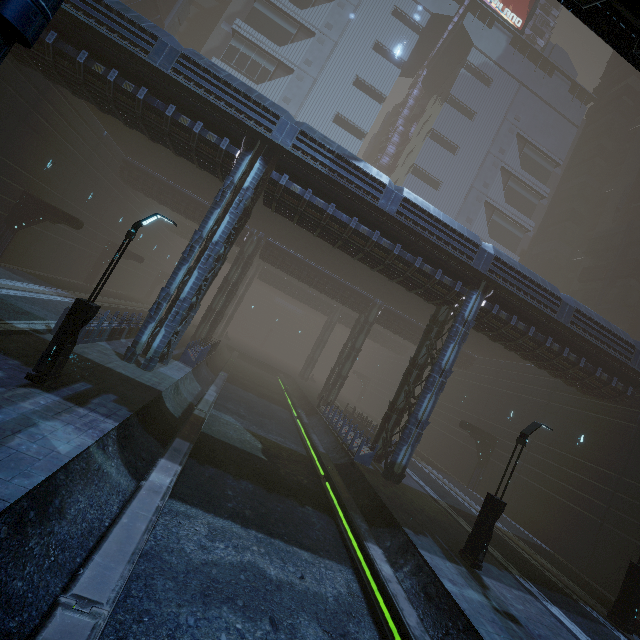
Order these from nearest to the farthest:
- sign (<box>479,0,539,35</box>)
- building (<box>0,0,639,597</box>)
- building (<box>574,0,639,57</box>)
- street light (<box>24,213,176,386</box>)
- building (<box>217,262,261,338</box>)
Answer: building (<box>574,0,639,57</box>), street light (<box>24,213,176,386</box>), building (<box>0,0,639,597</box>), building (<box>217,262,261,338</box>), sign (<box>479,0,539,35</box>)

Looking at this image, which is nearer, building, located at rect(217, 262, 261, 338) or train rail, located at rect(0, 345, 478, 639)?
train rail, located at rect(0, 345, 478, 639)

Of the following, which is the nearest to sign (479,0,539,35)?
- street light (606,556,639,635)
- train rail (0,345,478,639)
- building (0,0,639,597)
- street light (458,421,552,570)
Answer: building (0,0,639,597)

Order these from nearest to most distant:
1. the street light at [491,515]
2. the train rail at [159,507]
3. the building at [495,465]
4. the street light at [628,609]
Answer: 1. the train rail at [159,507]
2. the street light at [491,515]
3. the street light at [628,609]
4. the building at [495,465]

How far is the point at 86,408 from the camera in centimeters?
864cm

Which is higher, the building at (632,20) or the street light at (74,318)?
the building at (632,20)

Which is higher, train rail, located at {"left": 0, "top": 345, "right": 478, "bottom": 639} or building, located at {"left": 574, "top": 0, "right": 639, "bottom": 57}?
building, located at {"left": 574, "top": 0, "right": 639, "bottom": 57}

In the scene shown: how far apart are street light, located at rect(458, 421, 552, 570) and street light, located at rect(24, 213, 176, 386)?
14.3m
